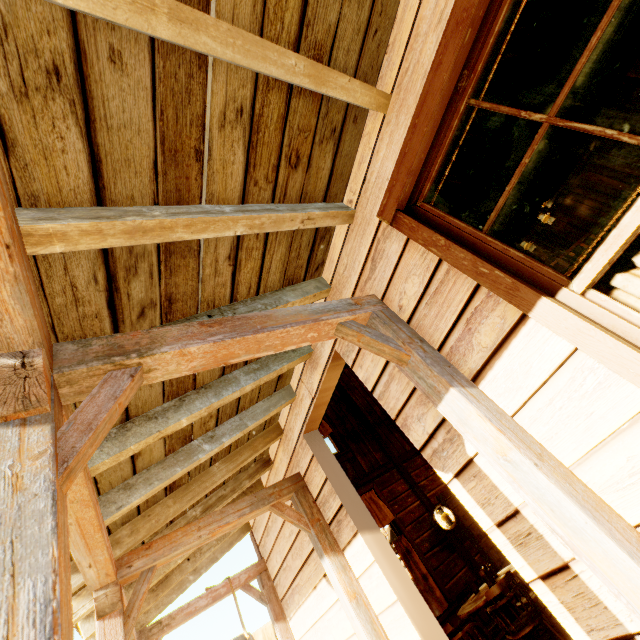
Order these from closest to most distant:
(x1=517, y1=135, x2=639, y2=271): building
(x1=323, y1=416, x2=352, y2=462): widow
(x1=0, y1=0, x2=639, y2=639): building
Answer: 1. (x1=0, y1=0, x2=639, y2=639): building
2. (x1=323, y1=416, x2=352, y2=462): widow
3. (x1=517, y1=135, x2=639, y2=271): building

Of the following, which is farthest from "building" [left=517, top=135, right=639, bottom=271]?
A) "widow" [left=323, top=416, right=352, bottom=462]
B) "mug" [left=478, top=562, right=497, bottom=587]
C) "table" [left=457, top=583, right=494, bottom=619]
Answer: "mug" [left=478, top=562, right=497, bottom=587]

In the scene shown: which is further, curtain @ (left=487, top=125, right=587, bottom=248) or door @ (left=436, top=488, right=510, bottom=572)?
door @ (left=436, top=488, right=510, bottom=572)

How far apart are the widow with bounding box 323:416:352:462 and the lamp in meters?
1.9

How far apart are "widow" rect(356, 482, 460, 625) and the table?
0.9 meters

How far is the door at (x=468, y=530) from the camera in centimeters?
615cm

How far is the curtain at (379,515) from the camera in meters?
6.1 m

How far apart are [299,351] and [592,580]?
2.3m
